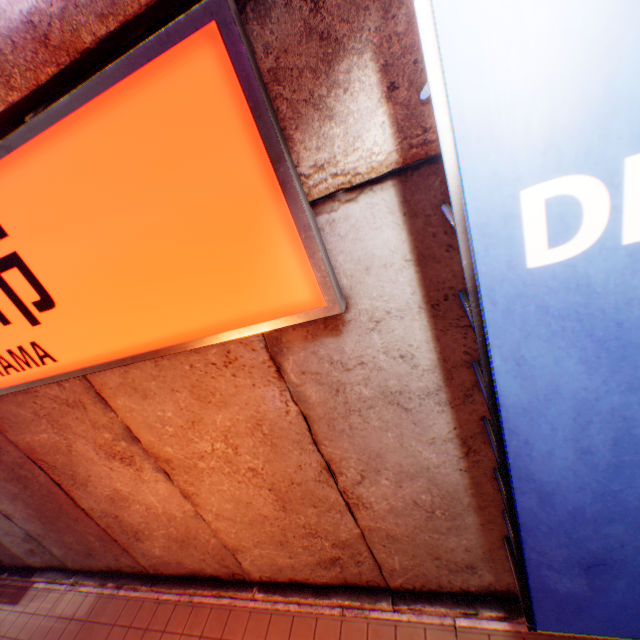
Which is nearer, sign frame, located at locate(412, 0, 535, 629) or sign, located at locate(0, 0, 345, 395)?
sign frame, located at locate(412, 0, 535, 629)

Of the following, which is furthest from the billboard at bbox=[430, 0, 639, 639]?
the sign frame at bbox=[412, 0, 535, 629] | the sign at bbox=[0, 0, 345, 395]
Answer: the sign at bbox=[0, 0, 345, 395]

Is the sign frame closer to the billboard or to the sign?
the billboard

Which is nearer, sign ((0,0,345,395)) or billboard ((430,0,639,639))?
billboard ((430,0,639,639))

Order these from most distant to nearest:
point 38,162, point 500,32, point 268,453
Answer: point 268,453 < point 38,162 < point 500,32

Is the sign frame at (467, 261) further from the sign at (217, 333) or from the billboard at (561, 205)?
the sign at (217, 333)

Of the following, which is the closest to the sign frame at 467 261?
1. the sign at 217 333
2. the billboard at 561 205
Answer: the billboard at 561 205
